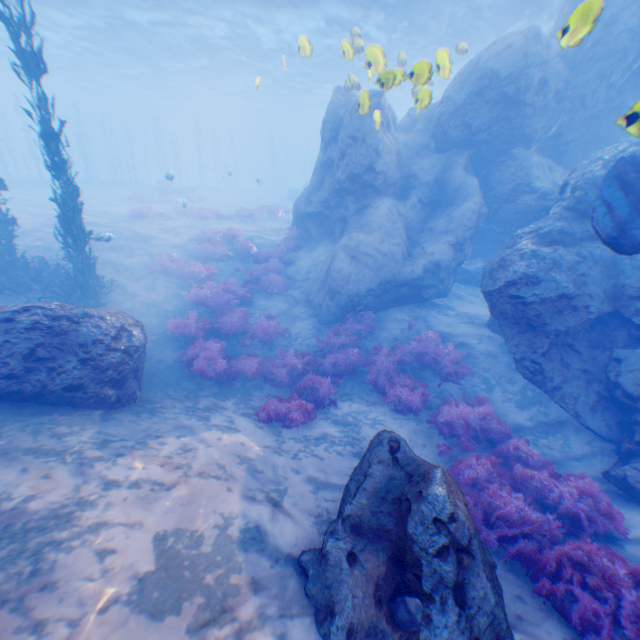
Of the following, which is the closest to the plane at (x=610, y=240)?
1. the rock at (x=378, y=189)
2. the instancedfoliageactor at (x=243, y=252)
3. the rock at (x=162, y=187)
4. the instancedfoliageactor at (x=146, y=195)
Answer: the rock at (x=378, y=189)

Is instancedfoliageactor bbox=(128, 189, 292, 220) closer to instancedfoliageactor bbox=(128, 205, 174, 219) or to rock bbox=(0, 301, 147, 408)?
instancedfoliageactor bbox=(128, 205, 174, 219)

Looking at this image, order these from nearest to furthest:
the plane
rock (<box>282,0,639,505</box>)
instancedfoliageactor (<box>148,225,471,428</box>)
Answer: the plane
rock (<box>282,0,639,505</box>)
instancedfoliageactor (<box>148,225,471,428</box>)

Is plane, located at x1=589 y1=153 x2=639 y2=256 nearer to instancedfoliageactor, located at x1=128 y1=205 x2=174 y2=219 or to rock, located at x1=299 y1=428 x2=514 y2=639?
rock, located at x1=299 y1=428 x2=514 y2=639

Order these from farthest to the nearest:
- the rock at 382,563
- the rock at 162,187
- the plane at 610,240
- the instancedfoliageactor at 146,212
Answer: the rock at 162,187 < the instancedfoliageactor at 146,212 < the plane at 610,240 < the rock at 382,563

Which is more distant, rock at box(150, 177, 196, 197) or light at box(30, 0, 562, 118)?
rock at box(150, 177, 196, 197)

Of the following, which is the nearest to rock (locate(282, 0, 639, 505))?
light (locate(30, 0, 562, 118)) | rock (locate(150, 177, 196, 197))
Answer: light (locate(30, 0, 562, 118))

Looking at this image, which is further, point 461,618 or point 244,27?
point 244,27
